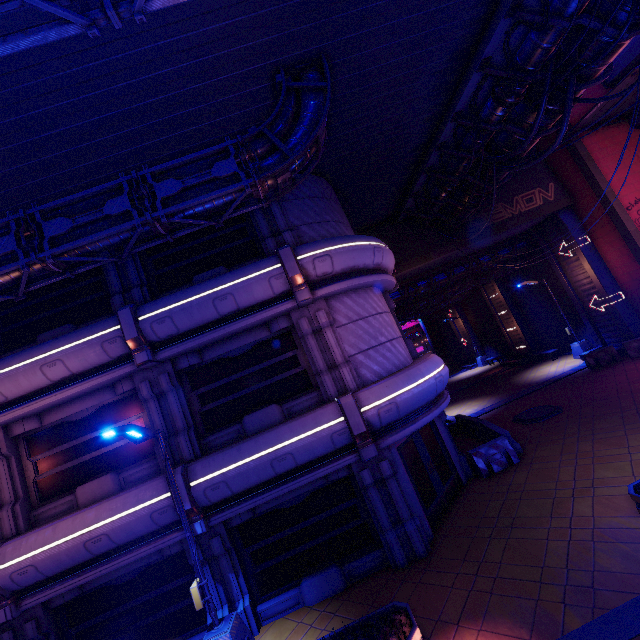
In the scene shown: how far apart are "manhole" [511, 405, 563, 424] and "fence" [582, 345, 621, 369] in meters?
5.0

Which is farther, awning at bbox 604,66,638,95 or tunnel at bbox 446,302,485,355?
tunnel at bbox 446,302,485,355

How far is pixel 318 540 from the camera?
9.12m

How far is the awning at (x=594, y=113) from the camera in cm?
1630

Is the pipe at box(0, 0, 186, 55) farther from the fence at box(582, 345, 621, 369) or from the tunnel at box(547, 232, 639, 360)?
the fence at box(582, 345, 621, 369)

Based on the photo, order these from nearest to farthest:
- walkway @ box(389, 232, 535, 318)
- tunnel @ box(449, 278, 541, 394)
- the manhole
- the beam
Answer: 1. the beam
2. the manhole
3. walkway @ box(389, 232, 535, 318)
4. tunnel @ box(449, 278, 541, 394)

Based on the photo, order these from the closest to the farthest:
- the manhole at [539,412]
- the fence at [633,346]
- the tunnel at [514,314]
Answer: the manhole at [539,412], the fence at [633,346], the tunnel at [514,314]

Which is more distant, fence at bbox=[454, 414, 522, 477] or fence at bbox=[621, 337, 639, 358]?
fence at bbox=[621, 337, 639, 358]
